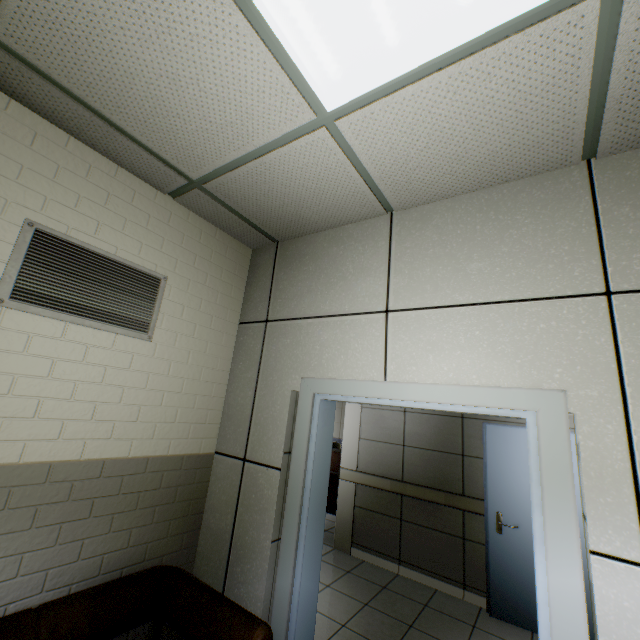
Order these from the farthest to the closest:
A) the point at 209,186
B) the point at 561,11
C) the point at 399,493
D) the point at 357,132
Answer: the point at 399,493 → the point at 209,186 → the point at 357,132 → the point at 561,11

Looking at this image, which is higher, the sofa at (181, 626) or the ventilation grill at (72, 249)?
the ventilation grill at (72, 249)

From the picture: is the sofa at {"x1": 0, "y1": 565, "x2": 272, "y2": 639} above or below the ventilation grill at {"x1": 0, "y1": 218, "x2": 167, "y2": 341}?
below
